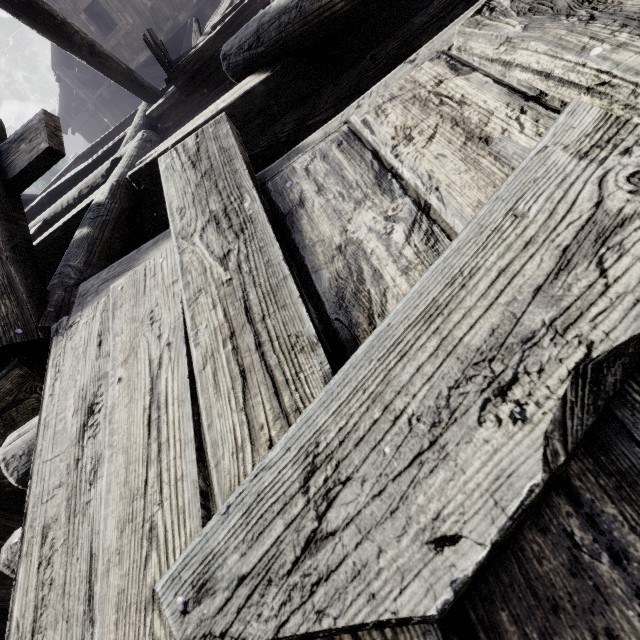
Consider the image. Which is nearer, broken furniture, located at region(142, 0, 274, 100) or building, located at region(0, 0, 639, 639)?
building, located at region(0, 0, 639, 639)

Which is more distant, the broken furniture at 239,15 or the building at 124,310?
the broken furniture at 239,15

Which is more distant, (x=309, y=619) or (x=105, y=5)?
(x=105, y=5)
